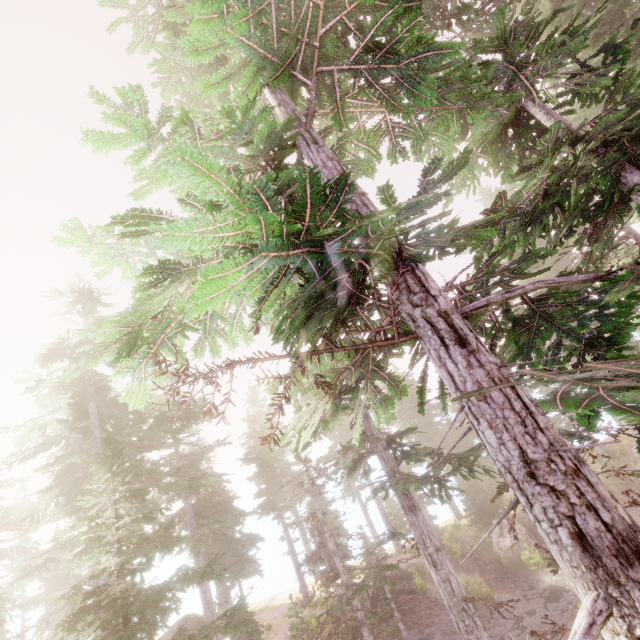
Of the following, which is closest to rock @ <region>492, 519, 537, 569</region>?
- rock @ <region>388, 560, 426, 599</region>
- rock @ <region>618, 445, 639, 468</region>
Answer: rock @ <region>388, 560, 426, 599</region>

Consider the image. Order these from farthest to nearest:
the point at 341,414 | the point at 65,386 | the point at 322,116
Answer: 1. the point at 65,386
2. the point at 341,414
3. the point at 322,116

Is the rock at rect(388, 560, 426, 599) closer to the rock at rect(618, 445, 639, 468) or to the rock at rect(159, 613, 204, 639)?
the rock at rect(159, 613, 204, 639)

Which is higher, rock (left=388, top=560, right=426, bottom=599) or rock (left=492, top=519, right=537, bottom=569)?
rock (left=388, top=560, right=426, bottom=599)

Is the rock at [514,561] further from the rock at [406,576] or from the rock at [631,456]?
the rock at [631,456]

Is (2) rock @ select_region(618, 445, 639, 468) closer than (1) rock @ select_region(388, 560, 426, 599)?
Yes

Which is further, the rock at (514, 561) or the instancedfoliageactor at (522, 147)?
the rock at (514, 561)

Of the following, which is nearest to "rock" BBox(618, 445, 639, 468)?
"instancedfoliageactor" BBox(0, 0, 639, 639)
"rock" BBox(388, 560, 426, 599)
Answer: "instancedfoliageactor" BBox(0, 0, 639, 639)
